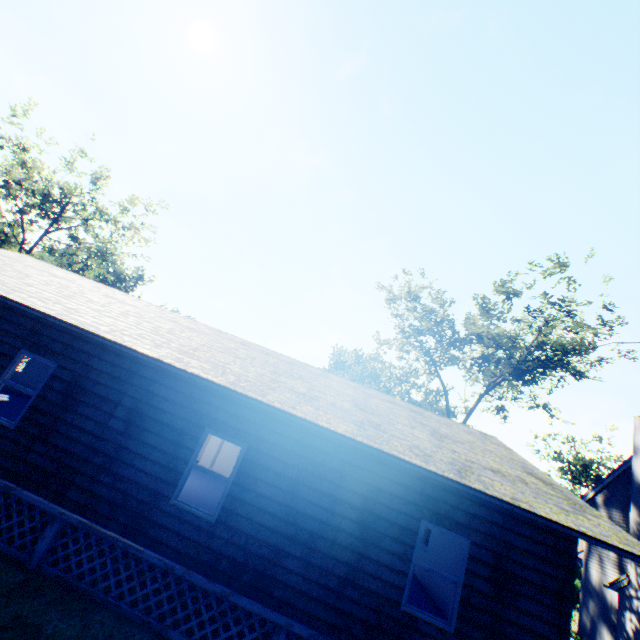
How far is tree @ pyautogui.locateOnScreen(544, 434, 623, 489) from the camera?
42.4 meters

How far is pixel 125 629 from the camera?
5.8m

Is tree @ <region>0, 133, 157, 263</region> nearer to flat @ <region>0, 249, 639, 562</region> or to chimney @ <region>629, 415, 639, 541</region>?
flat @ <region>0, 249, 639, 562</region>

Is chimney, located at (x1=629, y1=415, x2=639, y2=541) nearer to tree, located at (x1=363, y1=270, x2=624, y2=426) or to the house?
tree, located at (x1=363, y1=270, x2=624, y2=426)

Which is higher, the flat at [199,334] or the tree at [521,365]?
the tree at [521,365]

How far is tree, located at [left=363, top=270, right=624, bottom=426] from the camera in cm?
2273

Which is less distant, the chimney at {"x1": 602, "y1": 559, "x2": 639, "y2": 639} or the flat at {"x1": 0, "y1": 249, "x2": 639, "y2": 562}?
the flat at {"x1": 0, "y1": 249, "x2": 639, "y2": 562}

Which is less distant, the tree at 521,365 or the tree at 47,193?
the tree at 521,365
